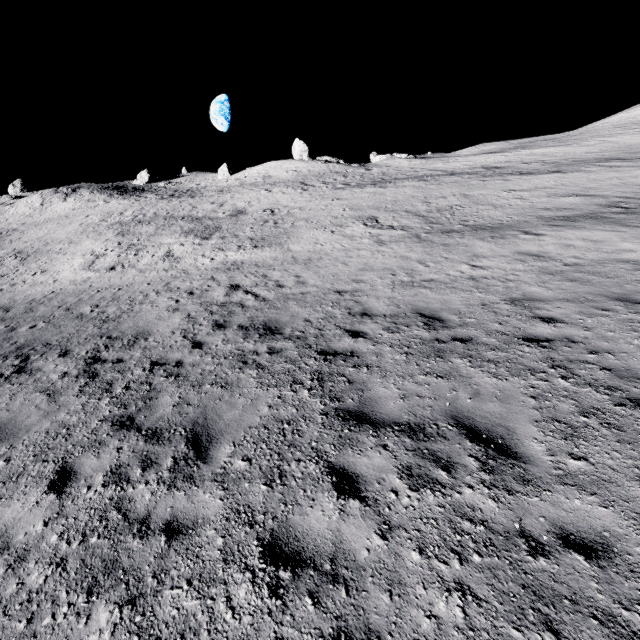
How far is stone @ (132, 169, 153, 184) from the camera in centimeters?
5783cm

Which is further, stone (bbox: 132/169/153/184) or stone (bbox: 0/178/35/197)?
stone (bbox: 132/169/153/184)

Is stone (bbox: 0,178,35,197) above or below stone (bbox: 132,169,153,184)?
above

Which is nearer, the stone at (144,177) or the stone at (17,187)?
the stone at (17,187)

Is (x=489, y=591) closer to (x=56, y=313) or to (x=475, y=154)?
(x=56, y=313)

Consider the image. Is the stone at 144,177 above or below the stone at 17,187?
below
